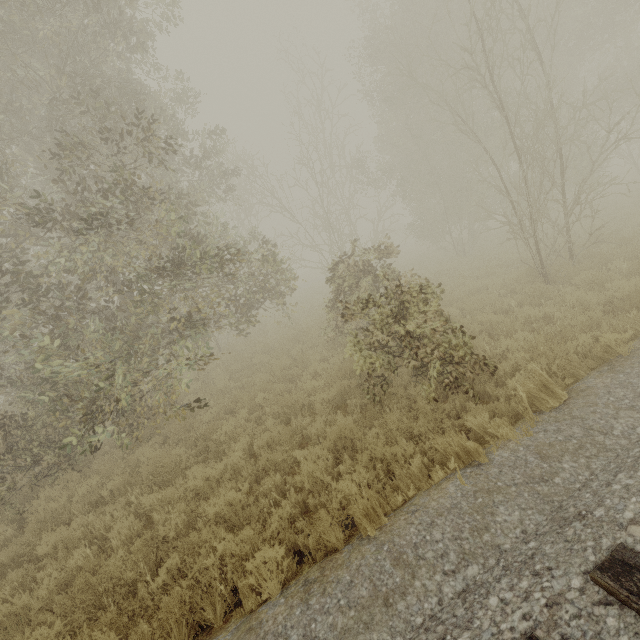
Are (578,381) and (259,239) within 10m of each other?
no
